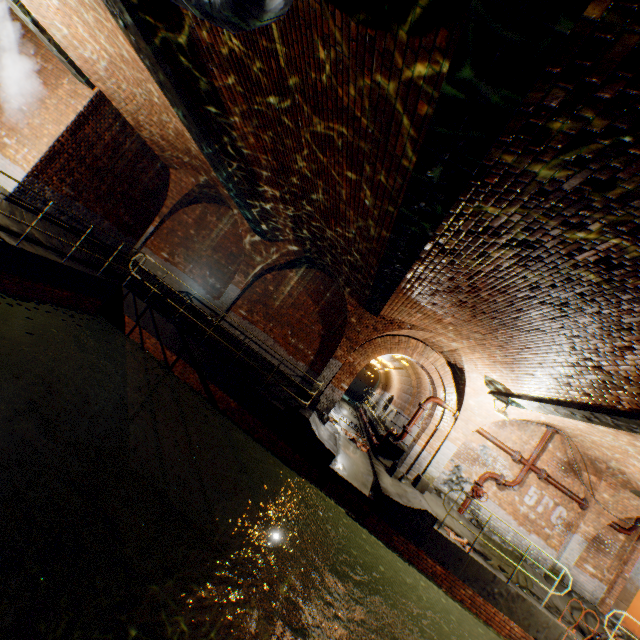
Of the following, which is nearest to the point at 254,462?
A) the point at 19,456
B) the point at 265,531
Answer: the point at 265,531

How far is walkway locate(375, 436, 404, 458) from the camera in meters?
14.2

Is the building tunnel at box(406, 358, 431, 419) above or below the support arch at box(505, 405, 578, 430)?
below

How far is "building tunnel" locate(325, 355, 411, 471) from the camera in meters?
13.1 m

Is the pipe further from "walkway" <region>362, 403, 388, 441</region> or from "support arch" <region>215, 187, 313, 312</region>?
"walkway" <region>362, 403, 388, 441</region>

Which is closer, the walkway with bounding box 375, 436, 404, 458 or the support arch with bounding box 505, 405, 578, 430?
the support arch with bounding box 505, 405, 578, 430

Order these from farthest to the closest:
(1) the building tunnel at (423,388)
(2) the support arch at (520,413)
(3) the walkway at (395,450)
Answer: (1) the building tunnel at (423,388) → (3) the walkway at (395,450) → (2) the support arch at (520,413)

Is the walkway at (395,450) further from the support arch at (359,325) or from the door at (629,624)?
the door at (629,624)
